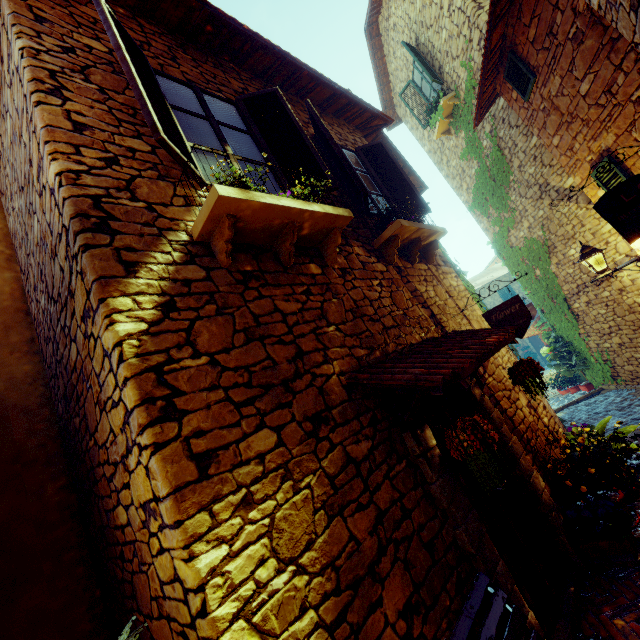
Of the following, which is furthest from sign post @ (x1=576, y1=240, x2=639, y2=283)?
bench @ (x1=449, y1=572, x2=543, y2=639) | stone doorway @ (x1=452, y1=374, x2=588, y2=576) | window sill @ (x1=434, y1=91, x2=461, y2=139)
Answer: window sill @ (x1=434, y1=91, x2=461, y2=139)

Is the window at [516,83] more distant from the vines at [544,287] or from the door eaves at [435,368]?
the door eaves at [435,368]

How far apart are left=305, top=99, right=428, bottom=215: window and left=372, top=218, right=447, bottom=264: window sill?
0.14m

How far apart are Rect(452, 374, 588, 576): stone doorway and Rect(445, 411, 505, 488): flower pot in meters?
0.3 m

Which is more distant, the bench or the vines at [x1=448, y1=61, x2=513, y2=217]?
the vines at [x1=448, y1=61, x2=513, y2=217]

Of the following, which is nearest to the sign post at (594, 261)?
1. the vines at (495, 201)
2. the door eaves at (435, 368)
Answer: the vines at (495, 201)

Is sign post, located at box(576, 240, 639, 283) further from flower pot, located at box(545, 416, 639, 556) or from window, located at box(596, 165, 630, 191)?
flower pot, located at box(545, 416, 639, 556)

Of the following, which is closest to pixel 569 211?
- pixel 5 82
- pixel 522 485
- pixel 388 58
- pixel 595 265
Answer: pixel 595 265
